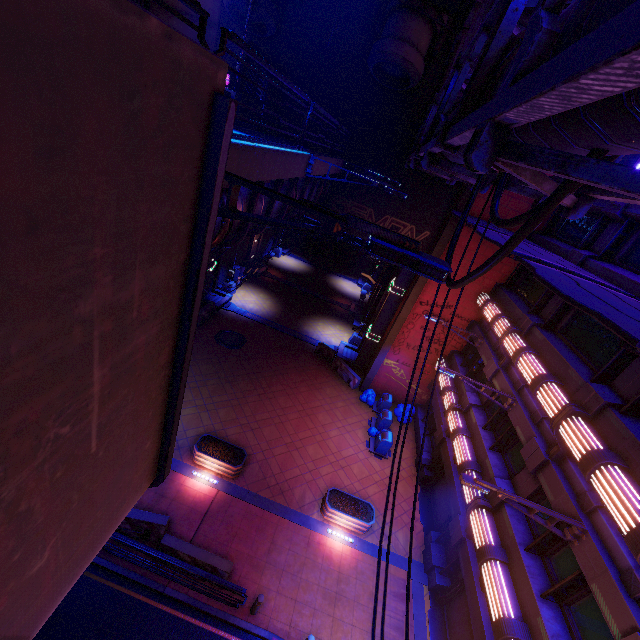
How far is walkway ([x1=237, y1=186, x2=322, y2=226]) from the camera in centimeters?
730cm

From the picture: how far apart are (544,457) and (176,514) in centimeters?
1289cm

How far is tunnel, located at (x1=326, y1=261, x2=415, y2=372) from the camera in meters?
20.8

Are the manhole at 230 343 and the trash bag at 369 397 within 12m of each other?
yes

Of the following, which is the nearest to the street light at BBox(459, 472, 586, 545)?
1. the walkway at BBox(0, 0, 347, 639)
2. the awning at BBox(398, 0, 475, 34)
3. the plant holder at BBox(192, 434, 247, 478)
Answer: the walkway at BBox(0, 0, 347, 639)

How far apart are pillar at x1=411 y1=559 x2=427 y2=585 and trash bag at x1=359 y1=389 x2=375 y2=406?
8.6 meters

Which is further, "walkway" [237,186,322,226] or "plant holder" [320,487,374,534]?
"plant holder" [320,487,374,534]

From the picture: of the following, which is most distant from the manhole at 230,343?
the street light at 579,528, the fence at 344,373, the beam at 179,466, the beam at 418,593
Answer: the street light at 579,528
